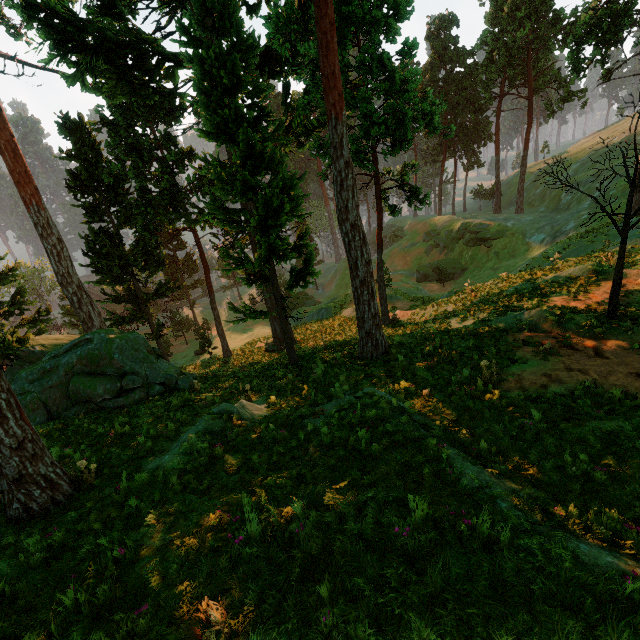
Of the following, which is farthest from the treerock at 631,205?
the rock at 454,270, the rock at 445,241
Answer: the rock at 454,270

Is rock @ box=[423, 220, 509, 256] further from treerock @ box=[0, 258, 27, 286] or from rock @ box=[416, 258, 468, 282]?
treerock @ box=[0, 258, 27, 286]

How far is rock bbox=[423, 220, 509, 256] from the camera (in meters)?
44.59

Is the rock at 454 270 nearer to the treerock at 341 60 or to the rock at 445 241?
the rock at 445 241

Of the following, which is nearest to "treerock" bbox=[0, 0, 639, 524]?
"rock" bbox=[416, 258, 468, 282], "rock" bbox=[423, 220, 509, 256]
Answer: "rock" bbox=[423, 220, 509, 256]

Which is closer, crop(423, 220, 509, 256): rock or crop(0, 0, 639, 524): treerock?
crop(0, 0, 639, 524): treerock

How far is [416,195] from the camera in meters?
23.8 m

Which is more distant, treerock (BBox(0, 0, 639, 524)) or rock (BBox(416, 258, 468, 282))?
rock (BBox(416, 258, 468, 282))
